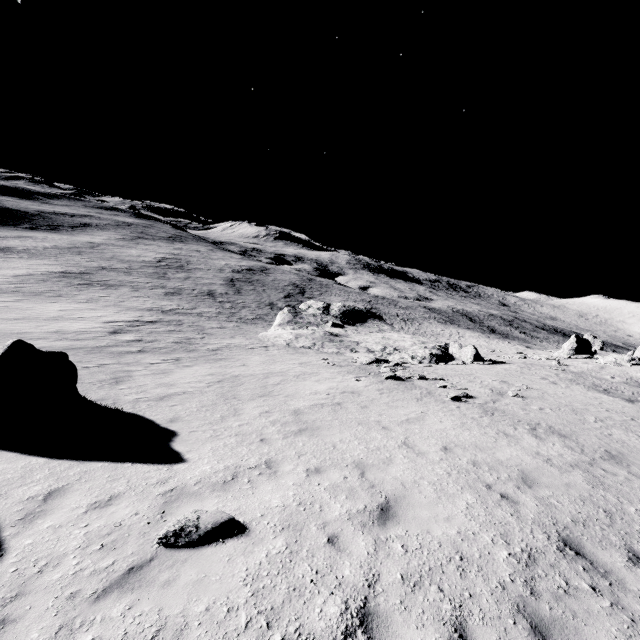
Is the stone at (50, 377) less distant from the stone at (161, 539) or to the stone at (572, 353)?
the stone at (161, 539)

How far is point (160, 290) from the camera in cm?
5516

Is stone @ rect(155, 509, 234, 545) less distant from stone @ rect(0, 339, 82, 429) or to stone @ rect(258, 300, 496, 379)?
stone @ rect(0, 339, 82, 429)

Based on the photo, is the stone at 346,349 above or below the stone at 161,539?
below

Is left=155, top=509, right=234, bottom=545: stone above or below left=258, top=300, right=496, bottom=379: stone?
above

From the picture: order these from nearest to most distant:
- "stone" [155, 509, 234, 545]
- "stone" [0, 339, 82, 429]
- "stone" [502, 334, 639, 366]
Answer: "stone" [155, 509, 234, 545], "stone" [0, 339, 82, 429], "stone" [502, 334, 639, 366]

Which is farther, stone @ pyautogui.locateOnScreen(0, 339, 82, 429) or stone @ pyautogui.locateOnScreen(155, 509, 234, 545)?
stone @ pyautogui.locateOnScreen(0, 339, 82, 429)
